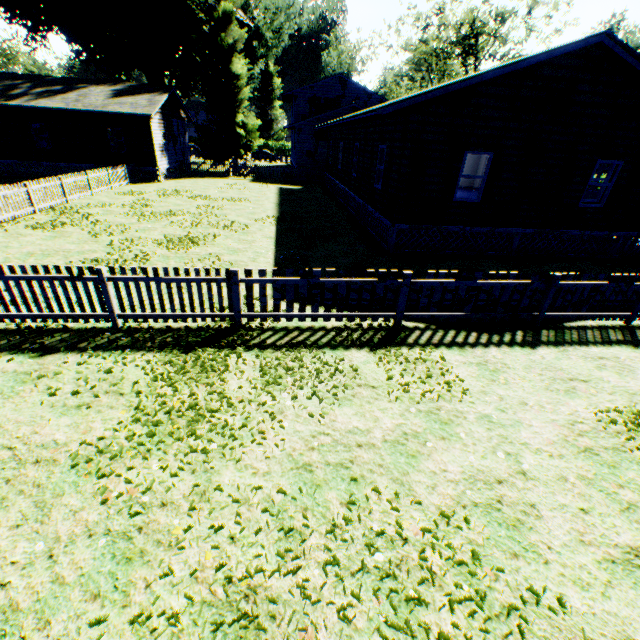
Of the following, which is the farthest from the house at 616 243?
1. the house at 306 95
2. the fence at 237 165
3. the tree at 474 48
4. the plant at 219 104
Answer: the tree at 474 48

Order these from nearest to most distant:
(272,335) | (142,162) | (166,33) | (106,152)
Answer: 1. (272,335)
2. (106,152)
3. (142,162)
4. (166,33)

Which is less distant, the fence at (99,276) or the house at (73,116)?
the fence at (99,276)

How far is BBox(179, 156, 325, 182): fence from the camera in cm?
2953

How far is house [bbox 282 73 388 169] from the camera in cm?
2991

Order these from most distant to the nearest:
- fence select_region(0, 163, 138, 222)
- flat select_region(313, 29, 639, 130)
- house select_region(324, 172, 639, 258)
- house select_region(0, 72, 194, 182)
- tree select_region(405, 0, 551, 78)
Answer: tree select_region(405, 0, 551, 78), house select_region(0, 72, 194, 182), fence select_region(0, 163, 138, 222), house select_region(324, 172, 639, 258), flat select_region(313, 29, 639, 130)

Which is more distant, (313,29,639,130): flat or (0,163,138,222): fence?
(0,163,138,222): fence

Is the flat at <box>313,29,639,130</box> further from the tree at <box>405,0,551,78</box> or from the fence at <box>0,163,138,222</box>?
the tree at <box>405,0,551,78</box>
